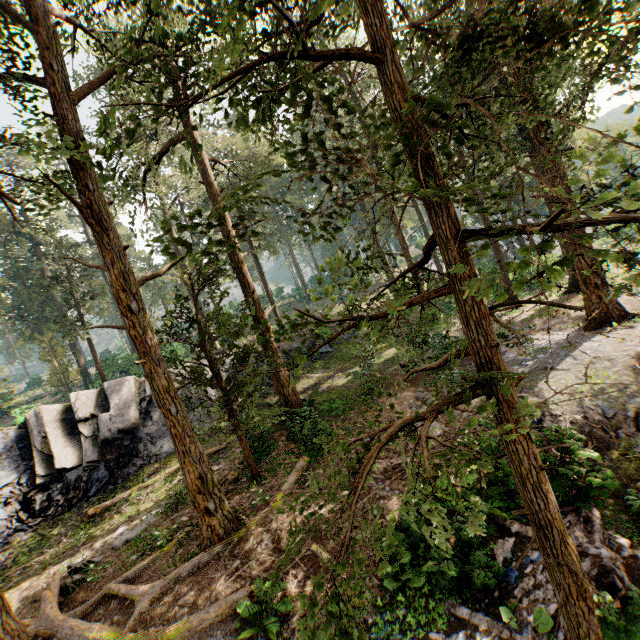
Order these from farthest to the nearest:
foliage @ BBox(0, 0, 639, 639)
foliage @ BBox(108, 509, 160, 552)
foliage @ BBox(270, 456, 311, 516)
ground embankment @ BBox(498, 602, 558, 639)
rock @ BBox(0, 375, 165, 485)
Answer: rock @ BBox(0, 375, 165, 485) → foliage @ BBox(108, 509, 160, 552) → ground embankment @ BBox(498, 602, 558, 639) → foliage @ BBox(270, 456, 311, 516) → foliage @ BBox(0, 0, 639, 639)

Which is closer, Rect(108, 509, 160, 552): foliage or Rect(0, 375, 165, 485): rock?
Rect(108, 509, 160, 552): foliage

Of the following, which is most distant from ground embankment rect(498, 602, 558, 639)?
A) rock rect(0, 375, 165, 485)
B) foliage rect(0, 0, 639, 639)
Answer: rock rect(0, 375, 165, 485)

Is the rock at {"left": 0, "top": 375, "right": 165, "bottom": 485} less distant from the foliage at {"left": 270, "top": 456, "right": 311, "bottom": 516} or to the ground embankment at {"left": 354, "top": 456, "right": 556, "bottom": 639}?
the foliage at {"left": 270, "top": 456, "right": 311, "bottom": 516}

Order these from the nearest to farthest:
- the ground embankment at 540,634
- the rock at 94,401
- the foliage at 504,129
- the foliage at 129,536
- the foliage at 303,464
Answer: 1. the foliage at 504,129
2. the foliage at 303,464
3. the ground embankment at 540,634
4. the foliage at 129,536
5. the rock at 94,401

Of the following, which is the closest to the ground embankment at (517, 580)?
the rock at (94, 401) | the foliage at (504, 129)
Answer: the foliage at (504, 129)

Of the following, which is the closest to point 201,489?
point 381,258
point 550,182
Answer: point 381,258
